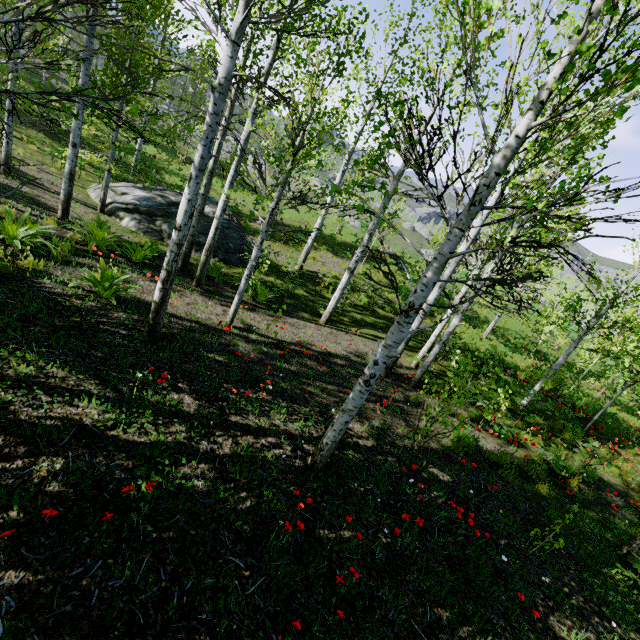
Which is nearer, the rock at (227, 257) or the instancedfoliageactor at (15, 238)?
the instancedfoliageactor at (15, 238)

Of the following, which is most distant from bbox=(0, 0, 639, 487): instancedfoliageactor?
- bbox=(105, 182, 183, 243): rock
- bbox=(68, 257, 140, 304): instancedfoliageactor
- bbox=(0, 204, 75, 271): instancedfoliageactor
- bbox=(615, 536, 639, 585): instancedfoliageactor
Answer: bbox=(0, 204, 75, 271): instancedfoliageactor

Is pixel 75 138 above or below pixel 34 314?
above

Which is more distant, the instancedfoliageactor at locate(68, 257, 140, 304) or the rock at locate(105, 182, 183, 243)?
the rock at locate(105, 182, 183, 243)

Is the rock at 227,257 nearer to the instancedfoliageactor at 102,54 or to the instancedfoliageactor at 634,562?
the instancedfoliageactor at 102,54

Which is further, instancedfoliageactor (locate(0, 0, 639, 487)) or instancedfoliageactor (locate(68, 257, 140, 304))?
instancedfoliageactor (locate(68, 257, 140, 304))

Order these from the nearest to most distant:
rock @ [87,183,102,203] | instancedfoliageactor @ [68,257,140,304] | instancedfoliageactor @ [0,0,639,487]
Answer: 1. instancedfoliageactor @ [0,0,639,487]
2. instancedfoliageactor @ [68,257,140,304]
3. rock @ [87,183,102,203]

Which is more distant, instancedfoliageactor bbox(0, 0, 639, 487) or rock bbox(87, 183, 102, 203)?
rock bbox(87, 183, 102, 203)
